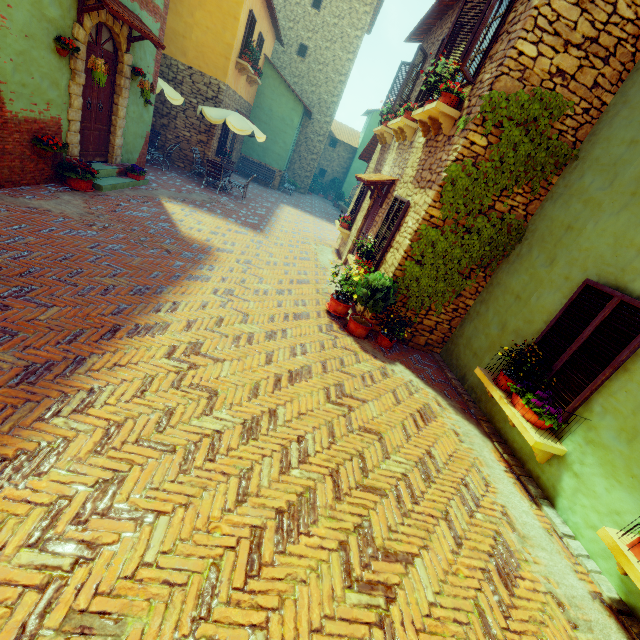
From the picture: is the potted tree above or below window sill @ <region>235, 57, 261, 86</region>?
below

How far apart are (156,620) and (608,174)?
6.9 meters

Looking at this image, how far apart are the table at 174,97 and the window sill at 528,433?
12.2 meters

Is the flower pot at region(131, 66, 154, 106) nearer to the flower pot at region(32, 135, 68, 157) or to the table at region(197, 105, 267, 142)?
the flower pot at region(32, 135, 68, 157)

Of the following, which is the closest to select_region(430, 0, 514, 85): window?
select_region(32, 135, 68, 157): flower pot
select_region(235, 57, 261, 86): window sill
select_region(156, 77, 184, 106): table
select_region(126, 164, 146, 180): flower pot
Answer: select_region(235, 57, 261, 86): window sill

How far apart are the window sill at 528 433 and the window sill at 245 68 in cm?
1446

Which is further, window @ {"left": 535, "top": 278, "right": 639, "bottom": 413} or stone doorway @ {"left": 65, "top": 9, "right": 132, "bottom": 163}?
stone doorway @ {"left": 65, "top": 9, "right": 132, "bottom": 163}

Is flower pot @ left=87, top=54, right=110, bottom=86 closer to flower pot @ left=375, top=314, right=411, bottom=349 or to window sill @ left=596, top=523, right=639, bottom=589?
flower pot @ left=375, top=314, right=411, bottom=349
